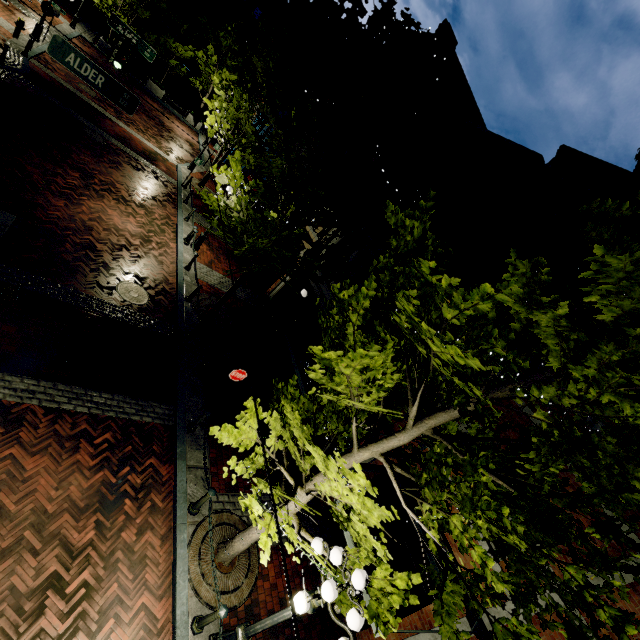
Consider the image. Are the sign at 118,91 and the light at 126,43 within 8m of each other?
yes

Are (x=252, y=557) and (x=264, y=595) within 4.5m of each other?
yes

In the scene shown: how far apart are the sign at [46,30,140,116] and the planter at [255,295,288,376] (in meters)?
8.54

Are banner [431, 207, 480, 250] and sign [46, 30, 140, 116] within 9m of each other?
yes

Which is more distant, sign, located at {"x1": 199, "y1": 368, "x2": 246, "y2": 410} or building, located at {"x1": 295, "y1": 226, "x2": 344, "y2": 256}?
building, located at {"x1": 295, "y1": 226, "x2": 344, "y2": 256}

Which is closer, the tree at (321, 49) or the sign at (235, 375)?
the tree at (321, 49)

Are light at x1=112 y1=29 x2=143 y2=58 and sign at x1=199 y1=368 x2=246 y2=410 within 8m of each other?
no

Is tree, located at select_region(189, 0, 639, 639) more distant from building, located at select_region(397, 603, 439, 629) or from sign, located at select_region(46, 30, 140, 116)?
sign, located at select_region(46, 30, 140, 116)
